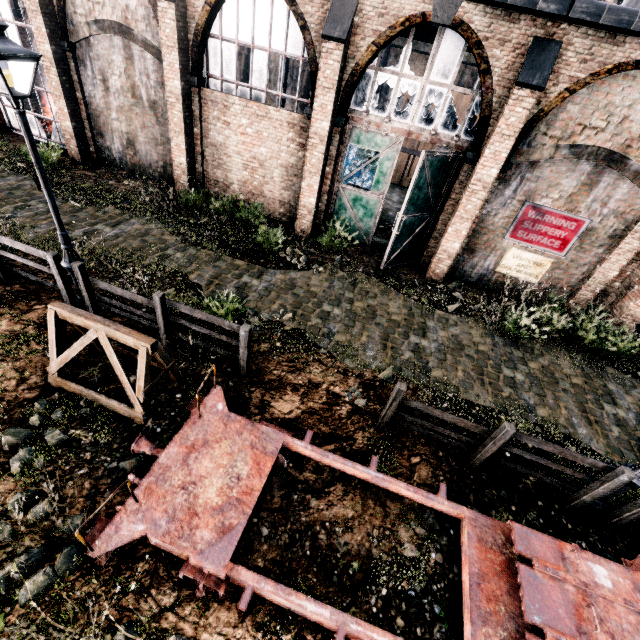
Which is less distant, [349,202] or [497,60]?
[497,60]

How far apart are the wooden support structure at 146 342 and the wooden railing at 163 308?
0.7m

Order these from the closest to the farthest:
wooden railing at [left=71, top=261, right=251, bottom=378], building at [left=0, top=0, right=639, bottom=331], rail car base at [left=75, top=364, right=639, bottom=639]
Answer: rail car base at [left=75, top=364, right=639, bottom=639], wooden railing at [left=71, top=261, right=251, bottom=378], building at [left=0, top=0, right=639, bottom=331]

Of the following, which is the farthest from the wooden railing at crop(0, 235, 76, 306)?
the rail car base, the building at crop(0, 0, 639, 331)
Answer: the building at crop(0, 0, 639, 331)

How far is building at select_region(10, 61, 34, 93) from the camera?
15.2 meters

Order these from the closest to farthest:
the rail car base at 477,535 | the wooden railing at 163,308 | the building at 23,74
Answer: the rail car base at 477,535
the wooden railing at 163,308
the building at 23,74

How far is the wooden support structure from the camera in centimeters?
581cm

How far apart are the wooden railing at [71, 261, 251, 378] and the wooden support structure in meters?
0.7
